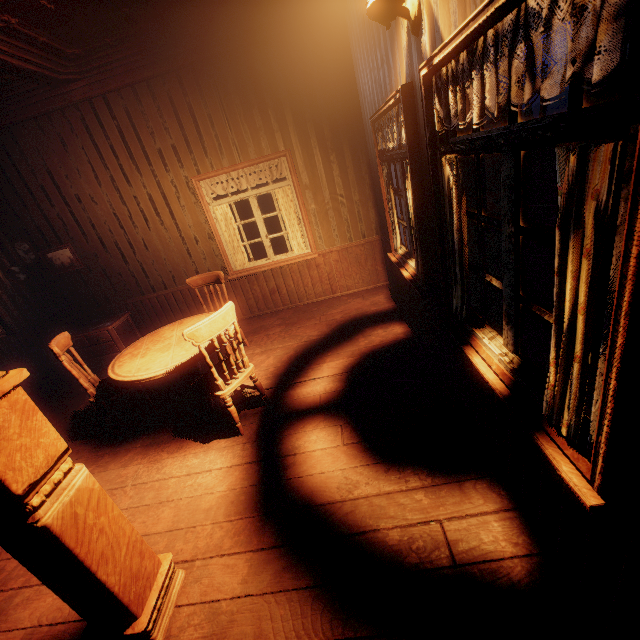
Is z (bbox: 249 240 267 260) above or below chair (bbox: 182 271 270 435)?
below

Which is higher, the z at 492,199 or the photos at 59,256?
the photos at 59,256

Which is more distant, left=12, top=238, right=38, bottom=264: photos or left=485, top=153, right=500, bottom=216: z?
left=485, top=153, right=500, bottom=216: z

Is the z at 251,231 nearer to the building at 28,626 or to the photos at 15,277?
the building at 28,626

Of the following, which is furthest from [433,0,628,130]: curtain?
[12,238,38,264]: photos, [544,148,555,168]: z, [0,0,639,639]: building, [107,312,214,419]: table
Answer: [107,312,214,419]: table

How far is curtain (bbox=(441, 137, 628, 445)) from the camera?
0.9 meters

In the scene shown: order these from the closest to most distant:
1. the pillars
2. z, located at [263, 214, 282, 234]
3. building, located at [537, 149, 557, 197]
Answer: the pillars, building, located at [537, 149, 557, 197], z, located at [263, 214, 282, 234]

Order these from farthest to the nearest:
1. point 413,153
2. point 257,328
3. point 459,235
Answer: point 257,328 → point 413,153 → point 459,235
